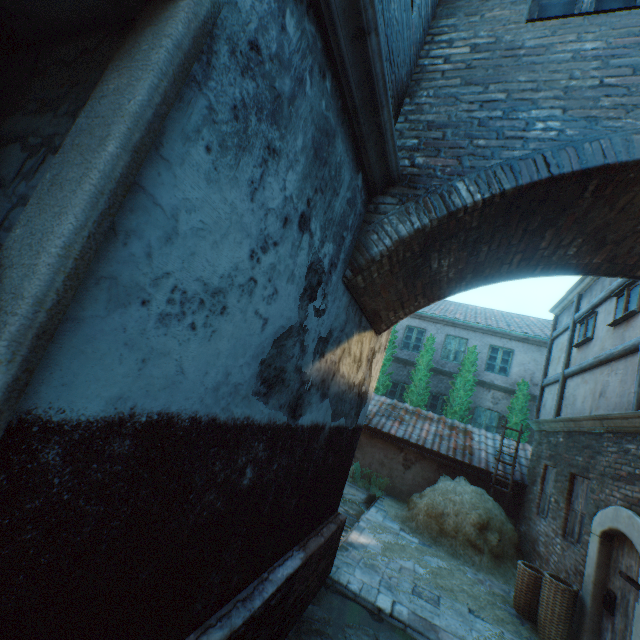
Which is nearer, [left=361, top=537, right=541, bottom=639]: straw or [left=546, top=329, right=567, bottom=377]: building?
[left=361, top=537, right=541, bottom=639]: straw

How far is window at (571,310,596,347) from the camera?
7.8 meters

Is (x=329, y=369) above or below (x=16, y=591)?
above

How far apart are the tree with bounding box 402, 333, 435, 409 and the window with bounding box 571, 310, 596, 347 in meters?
6.6

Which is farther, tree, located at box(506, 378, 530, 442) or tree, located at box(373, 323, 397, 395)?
tree, located at box(373, 323, 397, 395)

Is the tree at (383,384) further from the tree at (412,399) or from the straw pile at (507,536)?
the straw pile at (507,536)

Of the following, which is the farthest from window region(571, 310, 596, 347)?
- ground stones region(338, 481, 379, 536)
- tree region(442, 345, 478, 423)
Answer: ground stones region(338, 481, 379, 536)

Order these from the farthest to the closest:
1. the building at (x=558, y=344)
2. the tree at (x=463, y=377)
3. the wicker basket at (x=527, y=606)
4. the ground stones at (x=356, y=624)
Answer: the tree at (x=463, y=377)
the building at (x=558, y=344)
the wicker basket at (x=527, y=606)
the ground stones at (x=356, y=624)
